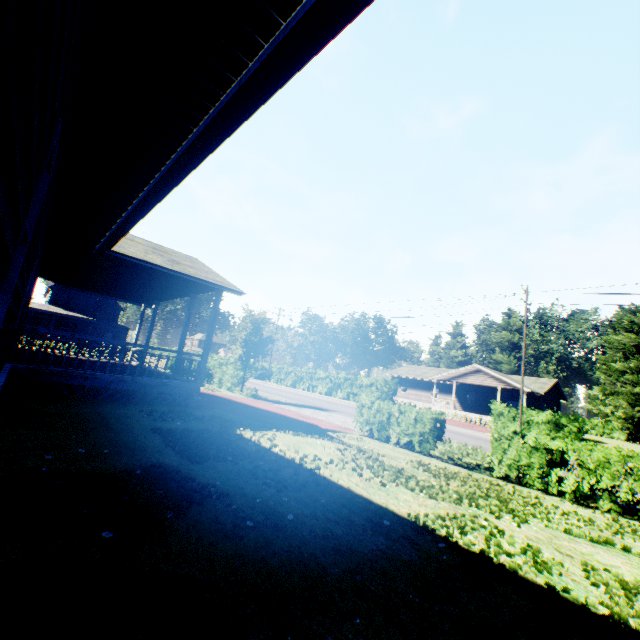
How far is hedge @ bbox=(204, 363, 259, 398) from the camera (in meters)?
24.16

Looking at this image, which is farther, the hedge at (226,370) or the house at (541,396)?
the house at (541,396)

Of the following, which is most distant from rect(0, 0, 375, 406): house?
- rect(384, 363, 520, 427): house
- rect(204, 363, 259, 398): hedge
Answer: rect(384, 363, 520, 427): house

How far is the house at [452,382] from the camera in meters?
36.3

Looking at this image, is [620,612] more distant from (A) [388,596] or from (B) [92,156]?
(B) [92,156]

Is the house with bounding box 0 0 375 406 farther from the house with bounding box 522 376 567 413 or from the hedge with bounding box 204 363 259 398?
the house with bounding box 522 376 567 413

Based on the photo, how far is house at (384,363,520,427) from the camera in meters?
36.3 m
